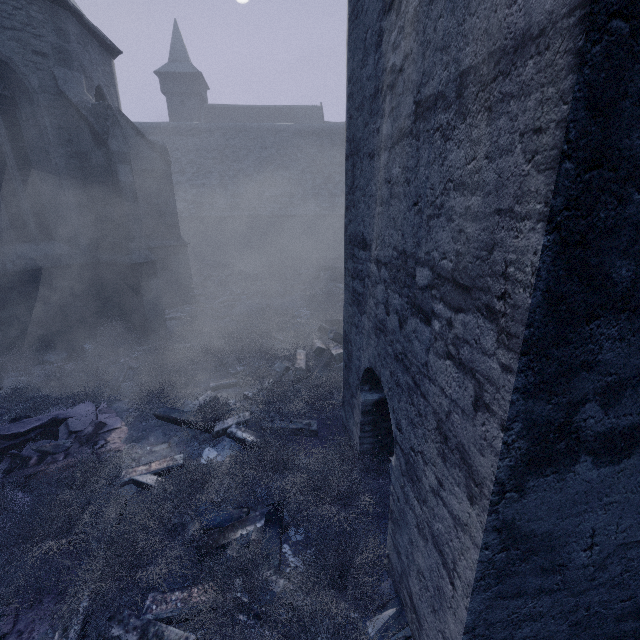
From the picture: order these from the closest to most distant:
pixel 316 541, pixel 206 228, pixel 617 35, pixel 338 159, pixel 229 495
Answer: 1. pixel 617 35
2. pixel 316 541
3. pixel 229 495
4. pixel 206 228
5. pixel 338 159

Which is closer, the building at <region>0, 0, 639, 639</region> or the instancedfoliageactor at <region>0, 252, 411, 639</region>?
the building at <region>0, 0, 639, 639</region>

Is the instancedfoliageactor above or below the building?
below

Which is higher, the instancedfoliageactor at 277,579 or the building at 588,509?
the building at 588,509

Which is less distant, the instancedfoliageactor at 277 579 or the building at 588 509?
the building at 588 509
